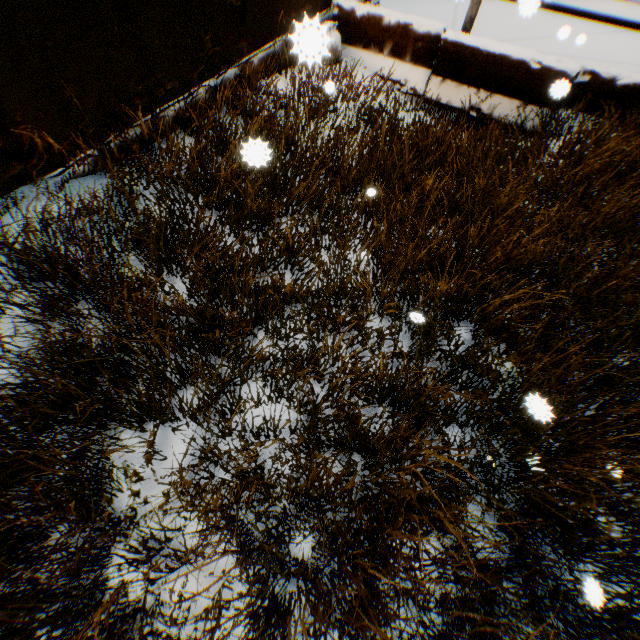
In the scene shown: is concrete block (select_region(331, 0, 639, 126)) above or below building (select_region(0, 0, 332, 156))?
below

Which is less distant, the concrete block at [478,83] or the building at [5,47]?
the building at [5,47]

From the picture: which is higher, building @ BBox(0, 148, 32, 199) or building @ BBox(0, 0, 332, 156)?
building @ BBox(0, 0, 332, 156)

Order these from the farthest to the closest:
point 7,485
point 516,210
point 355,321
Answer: point 516,210 → point 355,321 → point 7,485

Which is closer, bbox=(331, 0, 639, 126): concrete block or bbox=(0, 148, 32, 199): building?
bbox=(0, 148, 32, 199): building

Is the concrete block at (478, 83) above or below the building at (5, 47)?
below
